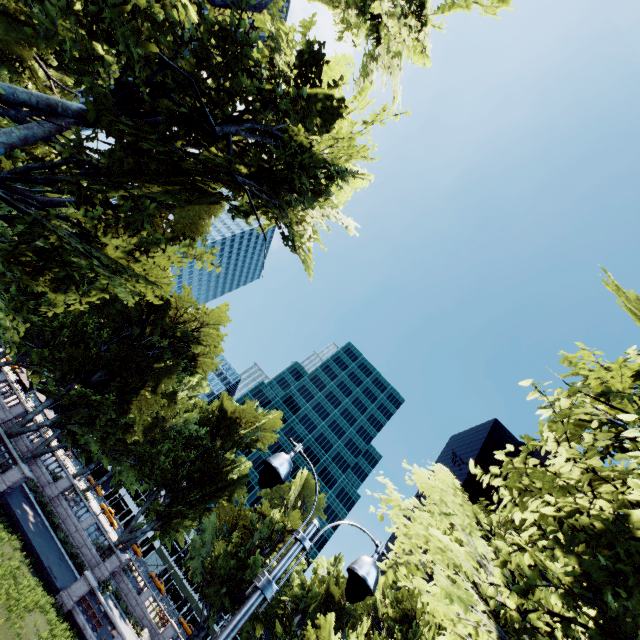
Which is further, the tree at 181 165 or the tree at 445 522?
the tree at 181 165

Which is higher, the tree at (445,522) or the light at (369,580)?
the tree at (445,522)

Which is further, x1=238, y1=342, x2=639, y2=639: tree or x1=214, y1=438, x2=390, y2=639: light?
x1=238, y1=342, x2=639, y2=639: tree

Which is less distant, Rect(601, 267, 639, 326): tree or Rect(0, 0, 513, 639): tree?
Rect(0, 0, 513, 639): tree

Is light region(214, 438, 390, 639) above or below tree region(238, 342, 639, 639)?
below

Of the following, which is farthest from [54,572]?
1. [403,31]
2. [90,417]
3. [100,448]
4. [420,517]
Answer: [403,31]

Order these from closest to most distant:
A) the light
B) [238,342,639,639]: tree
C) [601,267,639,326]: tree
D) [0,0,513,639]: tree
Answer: the light → [238,342,639,639]: tree → [0,0,513,639]: tree → [601,267,639,326]: tree
